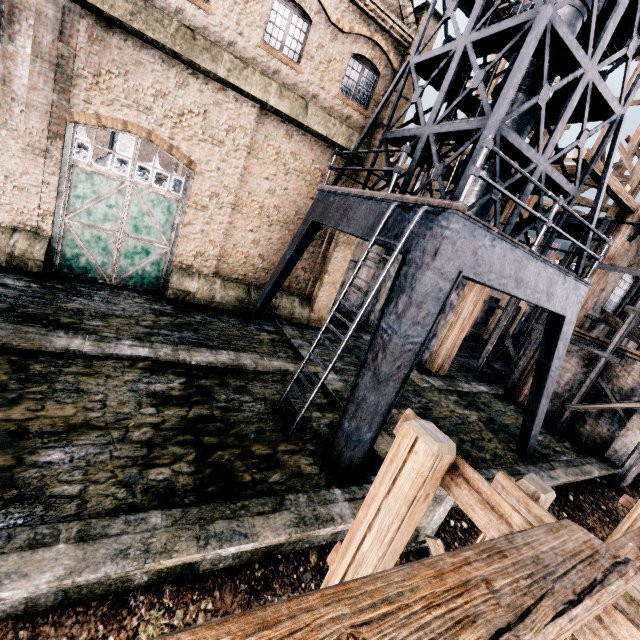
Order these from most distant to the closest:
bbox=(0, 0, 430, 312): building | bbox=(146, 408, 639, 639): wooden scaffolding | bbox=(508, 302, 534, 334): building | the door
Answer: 1. bbox=(508, 302, 534, 334): building
2. the door
3. bbox=(0, 0, 430, 312): building
4. bbox=(146, 408, 639, 639): wooden scaffolding

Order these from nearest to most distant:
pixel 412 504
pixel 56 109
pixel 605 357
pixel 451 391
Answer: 1. pixel 412 504
2. pixel 56 109
3. pixel 605 357
4. pixel 451 391

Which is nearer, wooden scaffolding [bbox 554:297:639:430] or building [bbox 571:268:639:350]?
wooden scaffolding [bbox 554:297:639:430]

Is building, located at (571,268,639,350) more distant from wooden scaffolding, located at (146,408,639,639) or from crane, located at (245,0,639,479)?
wooden scaffolding, located at (146,408,639,639)

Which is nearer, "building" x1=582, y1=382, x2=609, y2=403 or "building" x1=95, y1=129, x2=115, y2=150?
"building" x1=582, y1=382, x2=609, y2=403

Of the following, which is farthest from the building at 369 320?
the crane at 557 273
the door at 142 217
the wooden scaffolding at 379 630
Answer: the wooden scaffolding at 379 630

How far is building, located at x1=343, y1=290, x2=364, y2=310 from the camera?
25.3 meters

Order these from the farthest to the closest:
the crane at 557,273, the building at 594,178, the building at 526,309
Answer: the building at 526,309, the building at 594,178, the crane at 557,273
